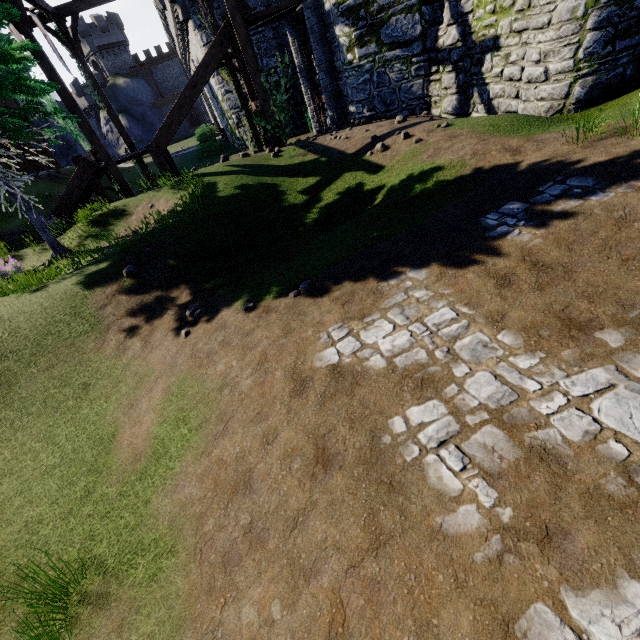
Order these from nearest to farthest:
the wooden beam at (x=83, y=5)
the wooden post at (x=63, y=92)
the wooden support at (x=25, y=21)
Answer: the wooden support at (x=25, y=21) < the wooden post at (x=63, y=92) < the wooden beam at (x=83, y=5)

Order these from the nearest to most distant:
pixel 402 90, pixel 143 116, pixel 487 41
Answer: pixel 487 41
pixel 402 90
pixel 143 116

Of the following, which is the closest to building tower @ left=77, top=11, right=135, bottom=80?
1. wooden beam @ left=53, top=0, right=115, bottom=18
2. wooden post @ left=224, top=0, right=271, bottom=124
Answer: wooden beam @ left=53, top=0, right=115, bottom=18

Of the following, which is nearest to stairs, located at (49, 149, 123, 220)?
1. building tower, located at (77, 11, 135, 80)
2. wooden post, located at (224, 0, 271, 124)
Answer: wooden post, located at (224, 0, 271, 124)

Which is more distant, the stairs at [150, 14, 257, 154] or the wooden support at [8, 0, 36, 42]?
the stairs at [150, 14, 257, 154]

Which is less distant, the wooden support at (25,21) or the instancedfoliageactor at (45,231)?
the instancedfoliageactor at (45,231)

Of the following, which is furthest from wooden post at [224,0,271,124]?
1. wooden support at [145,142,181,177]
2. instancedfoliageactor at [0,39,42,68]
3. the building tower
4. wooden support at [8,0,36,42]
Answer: the building tower

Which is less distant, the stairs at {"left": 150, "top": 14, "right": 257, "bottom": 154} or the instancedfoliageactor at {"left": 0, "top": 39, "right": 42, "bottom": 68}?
the instancedfoliageactor at {"left": 0, "top": 39, "right": 42, "bottom": 68}
